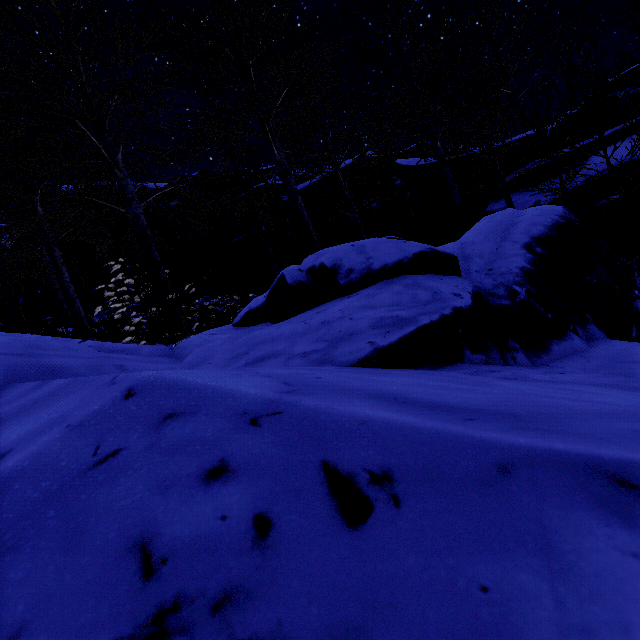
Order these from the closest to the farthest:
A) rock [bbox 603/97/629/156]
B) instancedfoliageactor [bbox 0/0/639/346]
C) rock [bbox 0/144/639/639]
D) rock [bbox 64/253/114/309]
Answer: rock [bbox 0/144/639/639], instancedfoliageactor [bbox 0/0/639/346], rock [bbox 603/97/629/156], rock [bbox 64/253/114/309]

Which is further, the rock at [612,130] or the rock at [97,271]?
the rock at [97,271]

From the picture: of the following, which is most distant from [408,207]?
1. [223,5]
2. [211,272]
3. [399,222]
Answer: [223,5]

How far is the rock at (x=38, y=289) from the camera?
12.95m

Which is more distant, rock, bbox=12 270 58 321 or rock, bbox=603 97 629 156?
rock, bbox=12 270 58 321

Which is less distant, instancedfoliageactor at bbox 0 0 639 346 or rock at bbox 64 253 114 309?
instancedfoliageactor at bbox 0 0 639 346

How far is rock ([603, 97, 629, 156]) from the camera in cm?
911
